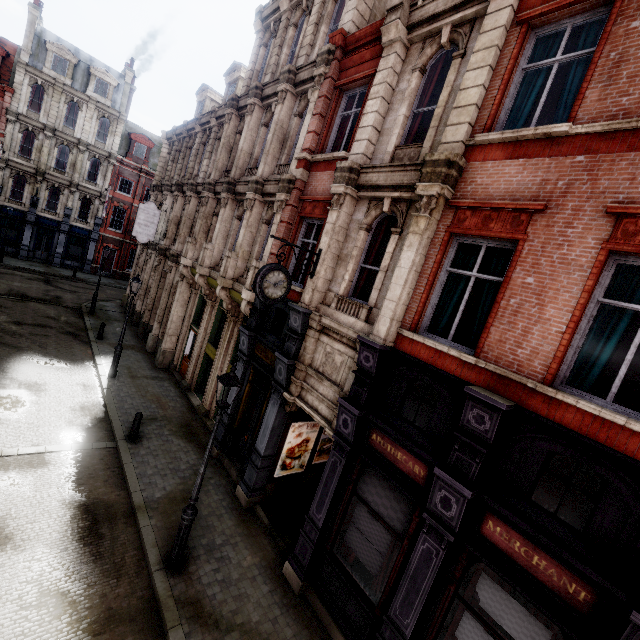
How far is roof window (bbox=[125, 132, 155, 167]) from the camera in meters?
34.0

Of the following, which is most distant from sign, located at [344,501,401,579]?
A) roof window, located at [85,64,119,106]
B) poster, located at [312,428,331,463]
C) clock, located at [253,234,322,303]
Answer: roof window, located at [85,64,119,106]

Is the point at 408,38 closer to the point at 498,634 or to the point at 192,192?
the point at 498,634

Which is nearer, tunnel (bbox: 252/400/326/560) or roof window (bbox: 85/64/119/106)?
tunnel (bbox: 252/400/326/560)

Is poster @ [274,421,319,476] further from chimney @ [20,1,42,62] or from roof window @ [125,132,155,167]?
chimney @ [20,1,42,62]

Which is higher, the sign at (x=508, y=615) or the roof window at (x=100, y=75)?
the roof window at (x=100, y=75)

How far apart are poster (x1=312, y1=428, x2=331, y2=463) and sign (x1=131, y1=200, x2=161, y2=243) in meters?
15.8 m

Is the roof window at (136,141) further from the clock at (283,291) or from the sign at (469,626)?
the sign at (469,626)
